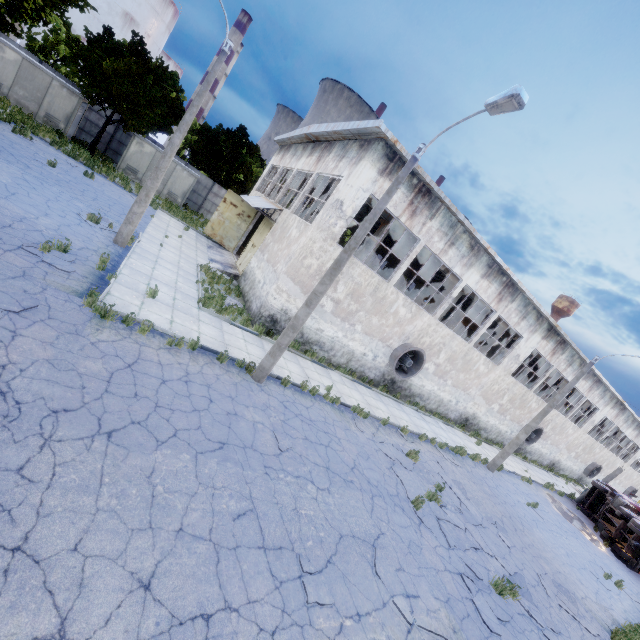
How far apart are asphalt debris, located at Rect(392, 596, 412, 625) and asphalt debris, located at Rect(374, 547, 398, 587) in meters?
0.2

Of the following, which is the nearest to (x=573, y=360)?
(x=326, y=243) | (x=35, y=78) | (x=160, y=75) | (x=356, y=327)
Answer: (x=356, y=327)

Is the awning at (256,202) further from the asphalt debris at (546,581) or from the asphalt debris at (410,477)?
the asphalt debris at (546,581)

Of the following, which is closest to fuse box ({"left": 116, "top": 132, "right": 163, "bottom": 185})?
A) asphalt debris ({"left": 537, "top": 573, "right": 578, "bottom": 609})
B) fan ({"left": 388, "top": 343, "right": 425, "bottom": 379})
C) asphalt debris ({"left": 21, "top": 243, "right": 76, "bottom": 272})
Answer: asphalt debris ({"left": 21, "top": 243, "right": 76, "bottom": 272})

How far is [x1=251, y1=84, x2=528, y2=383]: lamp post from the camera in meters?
7.3 m

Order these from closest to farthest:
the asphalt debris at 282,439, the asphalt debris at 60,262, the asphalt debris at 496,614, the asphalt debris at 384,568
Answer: the asphalt debris at 384,568 → the asphalt debris at 496,614 → the asphalt debris at 282,439 → the asphalt debris at 60,262

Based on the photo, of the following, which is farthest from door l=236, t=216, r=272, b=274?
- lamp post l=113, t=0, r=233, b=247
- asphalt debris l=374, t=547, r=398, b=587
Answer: asphalt debris l=374, t=547, r=398, b=587

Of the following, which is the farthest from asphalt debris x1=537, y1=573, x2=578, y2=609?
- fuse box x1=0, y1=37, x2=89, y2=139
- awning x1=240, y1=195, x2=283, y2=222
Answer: fuse box x1=0, y1=37, x2=89, y2=139
